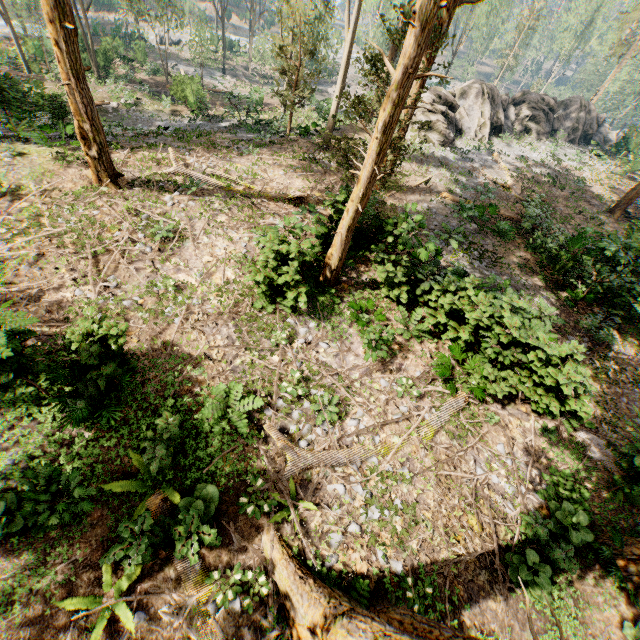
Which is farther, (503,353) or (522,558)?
(503,353)

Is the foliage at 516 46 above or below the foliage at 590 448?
above

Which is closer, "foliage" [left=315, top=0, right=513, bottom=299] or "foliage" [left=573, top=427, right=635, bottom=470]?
"foliage" [left=315, top=0, right=513, bottom=299]

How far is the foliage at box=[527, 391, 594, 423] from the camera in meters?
9.9

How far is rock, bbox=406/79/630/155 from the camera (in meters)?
24.34
